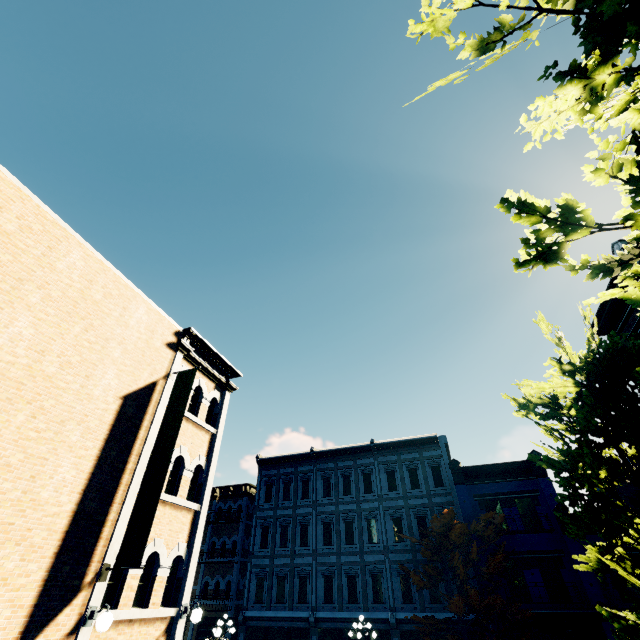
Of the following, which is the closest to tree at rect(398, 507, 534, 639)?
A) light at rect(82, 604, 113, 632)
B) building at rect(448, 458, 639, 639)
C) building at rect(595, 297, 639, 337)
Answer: building at rect(448, 458, 639, 639)

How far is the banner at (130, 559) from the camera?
7.2 meters

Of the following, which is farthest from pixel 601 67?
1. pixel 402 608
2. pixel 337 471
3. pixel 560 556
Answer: pixel 337 471

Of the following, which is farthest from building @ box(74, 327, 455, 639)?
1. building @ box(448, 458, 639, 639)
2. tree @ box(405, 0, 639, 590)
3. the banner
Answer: the banner

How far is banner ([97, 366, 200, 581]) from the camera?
7.21m

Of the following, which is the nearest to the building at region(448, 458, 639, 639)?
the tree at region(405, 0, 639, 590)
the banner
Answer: the tree at region(405, 0, 639, 590)

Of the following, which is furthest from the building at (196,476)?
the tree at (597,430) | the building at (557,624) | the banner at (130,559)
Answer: the banner at (130,559)

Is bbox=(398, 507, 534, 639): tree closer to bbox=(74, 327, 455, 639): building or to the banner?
bbox=(74, 327, 455, 639): building
